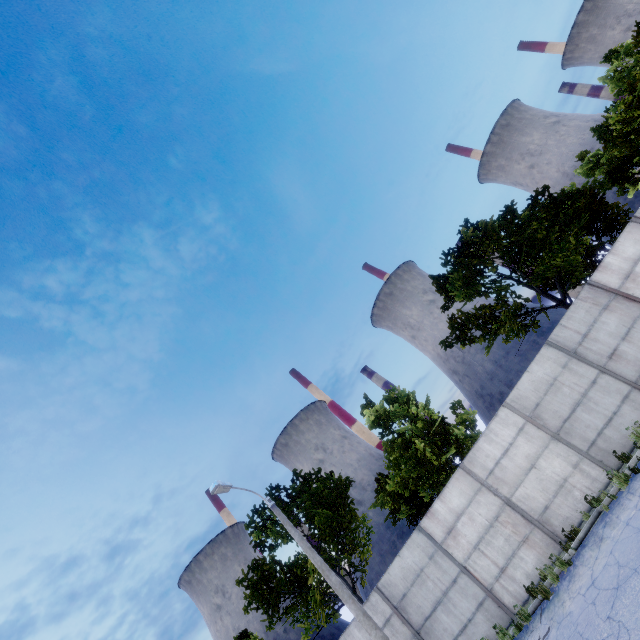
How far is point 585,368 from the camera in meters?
11.6 m
